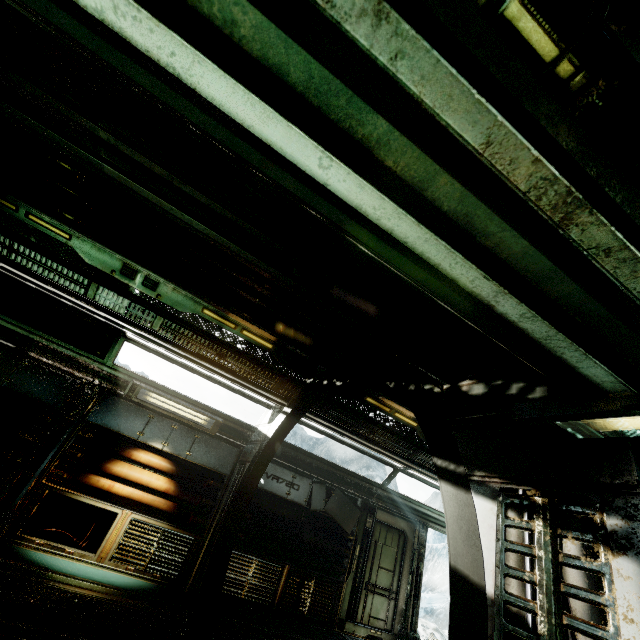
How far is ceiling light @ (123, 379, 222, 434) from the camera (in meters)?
6.64

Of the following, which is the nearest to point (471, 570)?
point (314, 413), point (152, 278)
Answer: point (314, 413)

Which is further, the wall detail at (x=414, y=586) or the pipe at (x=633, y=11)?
the wall detail at (x=414, y=586)

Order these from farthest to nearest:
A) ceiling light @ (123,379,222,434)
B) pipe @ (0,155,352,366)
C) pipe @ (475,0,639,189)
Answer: ceiling light @ (123,379,222,434)
pipe @ (0,155,352,366)
pipe @ (475,0,639,189)

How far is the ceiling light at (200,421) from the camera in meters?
6.6

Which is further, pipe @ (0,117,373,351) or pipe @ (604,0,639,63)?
pipe @ (0,117,373,351)

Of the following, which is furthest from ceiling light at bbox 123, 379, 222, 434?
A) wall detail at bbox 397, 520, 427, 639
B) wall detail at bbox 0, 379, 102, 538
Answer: wall detail at bbox 397, 520, 427, 639

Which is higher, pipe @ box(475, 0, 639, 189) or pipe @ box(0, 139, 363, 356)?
Answer: pipe @ box(0, 139, 363, 356)
